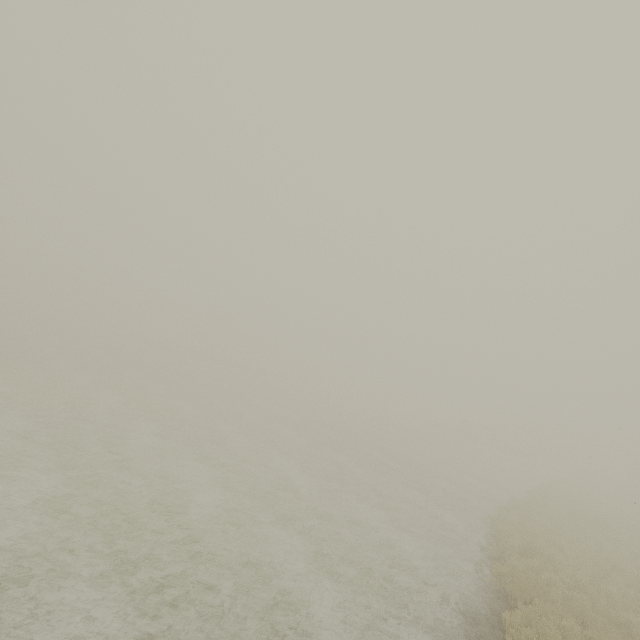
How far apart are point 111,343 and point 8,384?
33.6 meters
